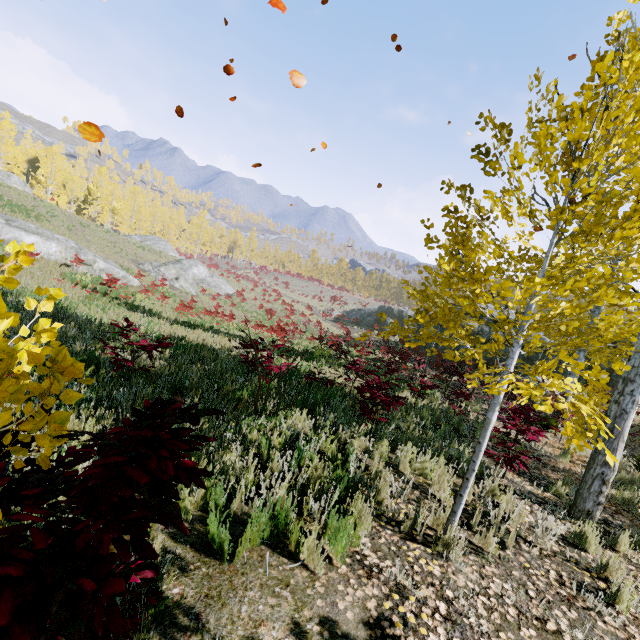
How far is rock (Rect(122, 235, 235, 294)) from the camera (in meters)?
29.20

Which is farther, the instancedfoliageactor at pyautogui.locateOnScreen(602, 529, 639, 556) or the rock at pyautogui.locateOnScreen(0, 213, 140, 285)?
the rock at pyautogui.locateOnScreen(0, 213, 140, 285)

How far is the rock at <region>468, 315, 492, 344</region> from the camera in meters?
22.7 m

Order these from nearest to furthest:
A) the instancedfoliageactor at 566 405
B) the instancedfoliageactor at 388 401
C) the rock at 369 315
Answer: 1. the instancedfoliageactor at 566 405
2. the instancedfoliageactor at 388 401
3. the rock at 369 315

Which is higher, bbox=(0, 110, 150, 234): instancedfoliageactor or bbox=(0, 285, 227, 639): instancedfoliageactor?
bbox=(0, 110, 150, 234): instancedfoliageactor

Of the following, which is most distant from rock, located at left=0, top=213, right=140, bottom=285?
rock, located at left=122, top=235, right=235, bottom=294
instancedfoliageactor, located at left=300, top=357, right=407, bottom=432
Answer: instancedfoliageactor, located at left=300, top=357, right=407, bottom=432

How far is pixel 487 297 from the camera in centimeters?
398cm

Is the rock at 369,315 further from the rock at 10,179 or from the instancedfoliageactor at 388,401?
the rock at 10,179
